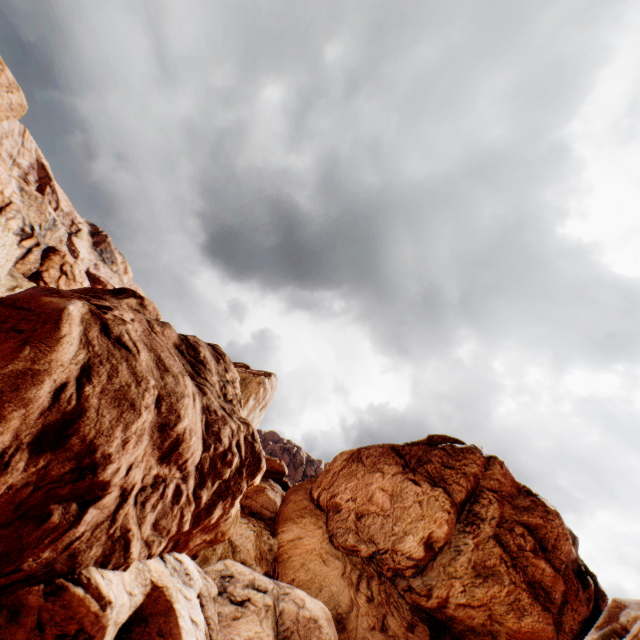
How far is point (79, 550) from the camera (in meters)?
9.68
